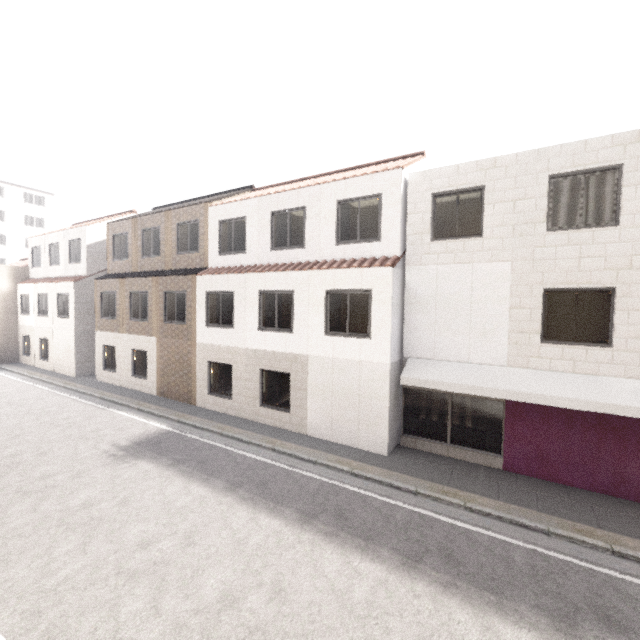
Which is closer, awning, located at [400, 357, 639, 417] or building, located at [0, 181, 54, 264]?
awning, located at [400, 357, 639, 417]

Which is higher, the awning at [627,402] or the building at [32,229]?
the building at [32,229]

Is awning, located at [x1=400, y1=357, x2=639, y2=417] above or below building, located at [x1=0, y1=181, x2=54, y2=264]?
below

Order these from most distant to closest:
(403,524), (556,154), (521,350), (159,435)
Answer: (159,435), (521,350), (556,154), (403,524)

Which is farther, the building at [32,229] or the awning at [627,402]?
the building at [32,229]
